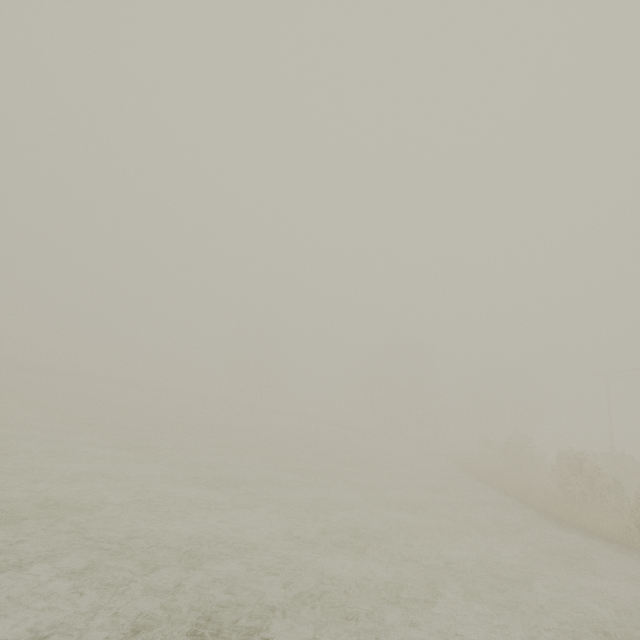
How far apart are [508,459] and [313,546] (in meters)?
25.41
